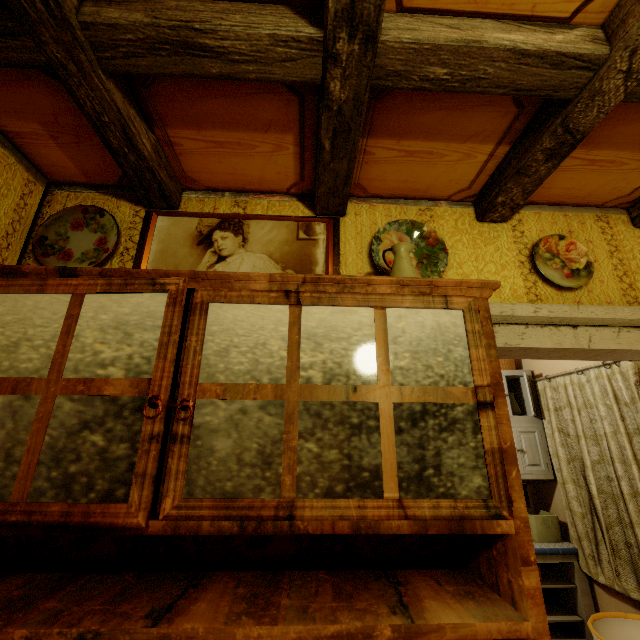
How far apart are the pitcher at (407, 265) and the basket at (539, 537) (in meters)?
3.20

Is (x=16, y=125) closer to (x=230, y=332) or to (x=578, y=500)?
(x=230, y=332)

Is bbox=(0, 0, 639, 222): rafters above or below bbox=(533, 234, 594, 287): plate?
above

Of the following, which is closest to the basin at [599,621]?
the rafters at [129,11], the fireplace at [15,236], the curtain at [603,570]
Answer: the curtain at [603,570]

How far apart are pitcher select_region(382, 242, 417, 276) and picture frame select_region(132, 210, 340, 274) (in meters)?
0.28

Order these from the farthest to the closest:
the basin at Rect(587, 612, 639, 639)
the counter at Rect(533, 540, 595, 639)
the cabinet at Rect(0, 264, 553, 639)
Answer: the counter at Rect(533, 540, 595, 639), the basin at Rect(587, 612, 639, 639), the cabinet at Rect(0, 264, 553, 639)

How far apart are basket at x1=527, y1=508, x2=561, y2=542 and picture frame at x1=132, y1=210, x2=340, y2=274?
3.2m

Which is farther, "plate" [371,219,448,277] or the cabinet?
"plate" [371,219,448,277]
